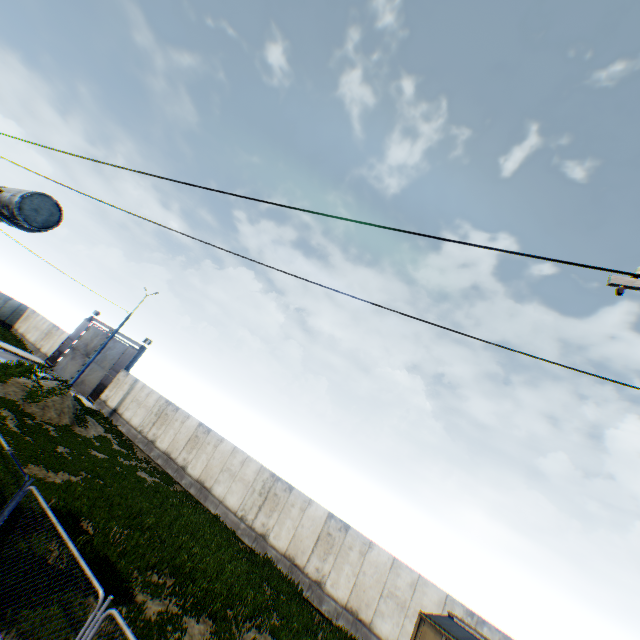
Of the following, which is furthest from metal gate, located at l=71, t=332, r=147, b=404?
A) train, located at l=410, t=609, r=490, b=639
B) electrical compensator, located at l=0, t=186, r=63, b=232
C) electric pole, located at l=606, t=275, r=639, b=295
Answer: electric pole, located at l=606, t=275, r=639, b=295

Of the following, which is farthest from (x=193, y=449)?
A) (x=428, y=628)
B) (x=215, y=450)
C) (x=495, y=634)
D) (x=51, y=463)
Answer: (x=495, y=634)

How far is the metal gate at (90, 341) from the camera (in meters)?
30.97

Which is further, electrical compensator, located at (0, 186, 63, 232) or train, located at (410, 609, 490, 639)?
train, located at (410, 609, 490, 639)

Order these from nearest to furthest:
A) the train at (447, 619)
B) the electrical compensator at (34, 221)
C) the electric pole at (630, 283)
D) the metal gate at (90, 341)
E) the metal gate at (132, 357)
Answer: the electric pole at (630, 283)
the electrical compensator at (34, 221)
the train at (447, 619)
the metal gate at (132, 357)
the metal gate at (90, 341)

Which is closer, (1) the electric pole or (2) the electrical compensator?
(1) the electric pole

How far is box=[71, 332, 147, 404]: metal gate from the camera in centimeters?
2811cm
